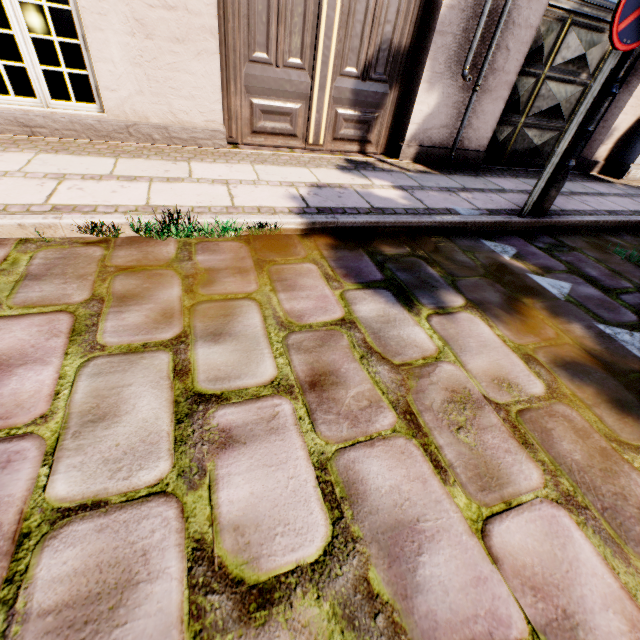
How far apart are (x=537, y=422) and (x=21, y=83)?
8.2m

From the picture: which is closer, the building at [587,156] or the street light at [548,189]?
the street light at [548,189]

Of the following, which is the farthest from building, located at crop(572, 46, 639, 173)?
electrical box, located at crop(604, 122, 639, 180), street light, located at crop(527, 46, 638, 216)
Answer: electrical box, located at crop(604, 122, 639, 180)

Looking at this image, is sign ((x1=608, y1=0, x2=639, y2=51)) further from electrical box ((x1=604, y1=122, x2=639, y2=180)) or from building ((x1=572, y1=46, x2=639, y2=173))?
building ((x1=572, y1=46, x2=639, y2=173))

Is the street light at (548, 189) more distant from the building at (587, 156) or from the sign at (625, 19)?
the building at (587, 156)

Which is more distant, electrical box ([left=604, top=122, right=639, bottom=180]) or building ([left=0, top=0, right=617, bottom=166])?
electrical box ([left=604, top=122, right=639, bottom=180])

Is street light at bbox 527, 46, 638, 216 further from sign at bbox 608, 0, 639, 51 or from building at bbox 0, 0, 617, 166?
building at bbox 0, 0, 617, 166
